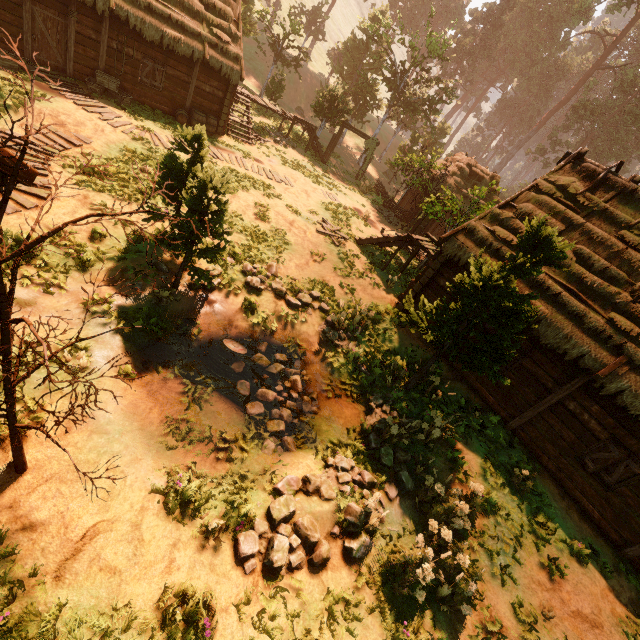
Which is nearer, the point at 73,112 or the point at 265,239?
the point at 73,112

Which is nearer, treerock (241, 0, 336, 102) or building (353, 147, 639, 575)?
building (353, 147, 639, 575)

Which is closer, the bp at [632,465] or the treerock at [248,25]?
the bp at [632,465]

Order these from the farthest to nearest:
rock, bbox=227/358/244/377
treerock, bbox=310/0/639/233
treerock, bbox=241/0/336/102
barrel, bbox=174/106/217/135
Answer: treerock, bbox=310/0/639/233
treerock, bbox=241/0/336/102
barrel, bbox=174/106/217/135
rock, bbox=227/358/244/377

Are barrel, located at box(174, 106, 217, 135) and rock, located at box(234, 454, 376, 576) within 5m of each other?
no

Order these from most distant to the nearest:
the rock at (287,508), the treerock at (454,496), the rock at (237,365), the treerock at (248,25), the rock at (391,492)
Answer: the treerock at (248,25), the rock at (237,365), the rock at (391,492), the treerock at (454,496), the rock at (287,508)

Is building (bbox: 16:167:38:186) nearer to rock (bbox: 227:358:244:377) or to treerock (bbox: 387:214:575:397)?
treerock (bbox: 387:214:575:397)
